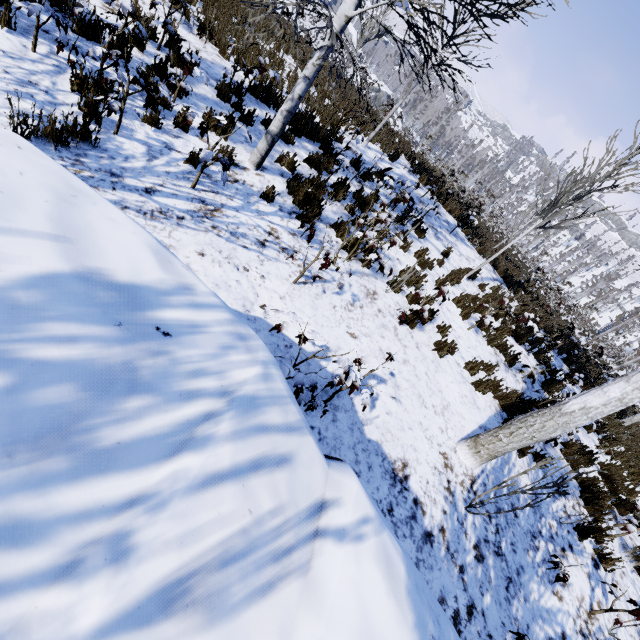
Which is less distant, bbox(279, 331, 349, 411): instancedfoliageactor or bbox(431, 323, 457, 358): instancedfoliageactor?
bbox(279, 331, 349, 411): instancedfoliageactor

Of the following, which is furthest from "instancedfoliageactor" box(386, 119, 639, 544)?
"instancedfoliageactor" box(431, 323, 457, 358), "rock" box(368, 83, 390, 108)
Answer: "rock" box(368, 83, 390, 108)

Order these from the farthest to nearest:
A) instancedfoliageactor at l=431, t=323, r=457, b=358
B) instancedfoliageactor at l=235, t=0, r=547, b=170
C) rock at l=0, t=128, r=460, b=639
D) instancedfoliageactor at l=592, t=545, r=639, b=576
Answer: instancedfoliageactor at l=431, t=323, r=457, b=358 < instancedfoliageactor at l=592, t=545, r=639, b=576 < instancedfoliageactor at l=235, t=0, r=547, b=170 < rock at l=0, t=128, r=460, b=639

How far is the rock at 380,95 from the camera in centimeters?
5272cm

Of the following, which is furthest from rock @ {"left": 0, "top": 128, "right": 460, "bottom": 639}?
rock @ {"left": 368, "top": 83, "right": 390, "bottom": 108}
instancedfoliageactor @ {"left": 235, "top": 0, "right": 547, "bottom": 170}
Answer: rock @ {"left": 368, "top": 83, "right": 390, "bottom": 108}

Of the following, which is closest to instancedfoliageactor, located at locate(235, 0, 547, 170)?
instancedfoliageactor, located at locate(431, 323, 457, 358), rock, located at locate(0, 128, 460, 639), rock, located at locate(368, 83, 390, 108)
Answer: instancedfoliageactor, located at locate(431, 323, 457, 358)

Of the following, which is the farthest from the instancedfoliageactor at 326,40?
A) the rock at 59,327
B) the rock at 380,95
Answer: the rock at 380,95

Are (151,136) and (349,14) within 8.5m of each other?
yes
